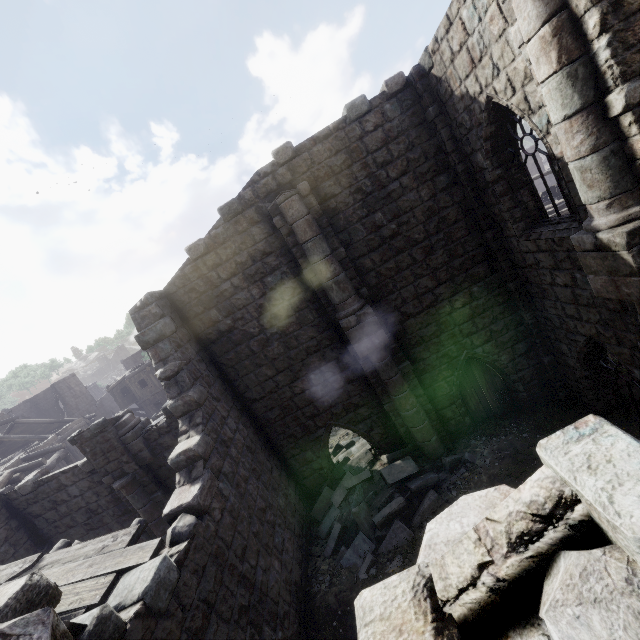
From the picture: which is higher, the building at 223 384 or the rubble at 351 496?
the building at 223 384

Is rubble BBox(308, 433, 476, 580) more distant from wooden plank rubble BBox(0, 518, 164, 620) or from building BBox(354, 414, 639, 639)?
wooden plank rubble BBox(0, 518, 164, 620)

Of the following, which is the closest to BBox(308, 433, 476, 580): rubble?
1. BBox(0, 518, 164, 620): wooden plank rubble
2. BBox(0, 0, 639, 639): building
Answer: BBox(0, 0, 639, 639): building

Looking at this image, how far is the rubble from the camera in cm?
861

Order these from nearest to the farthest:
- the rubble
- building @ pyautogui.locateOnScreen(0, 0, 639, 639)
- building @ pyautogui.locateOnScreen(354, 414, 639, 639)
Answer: building @ pyautogui.locateOnScreen(354, 414, 639, 639)
building @ pyautogui.locateOnScreen(0, 0, 639, 639)
the rubble

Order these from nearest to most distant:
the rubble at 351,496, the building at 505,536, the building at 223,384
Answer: the building at 505,536 < the building at 223,384 < the rubble at 351,496

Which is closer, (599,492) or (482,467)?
(599,492)
